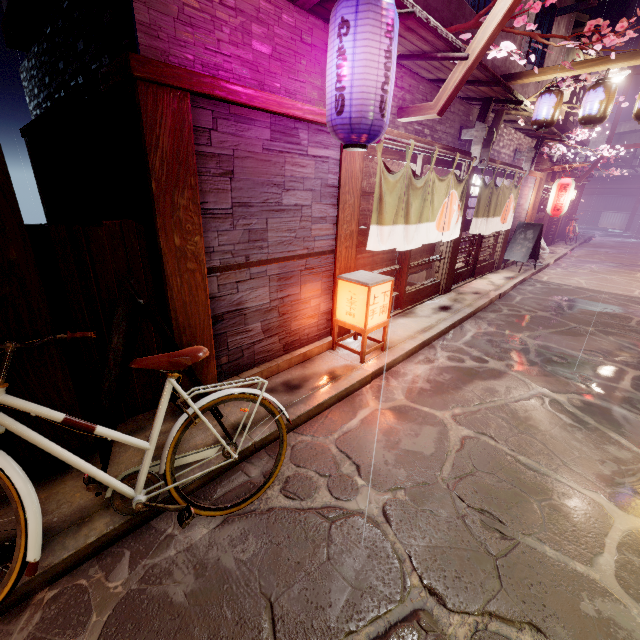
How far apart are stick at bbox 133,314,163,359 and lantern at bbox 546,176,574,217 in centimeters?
2193cm

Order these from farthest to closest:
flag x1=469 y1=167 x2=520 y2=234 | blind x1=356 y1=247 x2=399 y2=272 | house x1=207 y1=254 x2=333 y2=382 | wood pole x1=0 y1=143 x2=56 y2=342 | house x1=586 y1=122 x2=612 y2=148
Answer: house x1=586 y1=122 x2=612 y2=148 → flag x1=469 y1=167 x2=520 y2=234 → blind x1=356 y1=247 x2=399 y2=272 → house x1=207 y1=254 x2=333 y2=382 → wood pole x1=0 y1=143 x2=56 y2=342

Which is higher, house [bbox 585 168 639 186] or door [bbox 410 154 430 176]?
house [bbox 585 168 639 186]

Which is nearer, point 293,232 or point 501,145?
point 293,232

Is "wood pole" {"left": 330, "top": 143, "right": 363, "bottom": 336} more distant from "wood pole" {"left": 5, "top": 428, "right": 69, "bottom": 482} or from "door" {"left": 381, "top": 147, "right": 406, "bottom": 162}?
"wood pole" {"left": 5, "top": 428, "right": 69, "bottom": 482}

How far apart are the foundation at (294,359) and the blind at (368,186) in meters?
3.9 m

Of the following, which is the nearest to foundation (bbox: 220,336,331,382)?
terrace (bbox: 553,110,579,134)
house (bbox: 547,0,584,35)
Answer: house (bbox: 547,0,584,35)

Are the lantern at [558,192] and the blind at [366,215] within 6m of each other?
no
